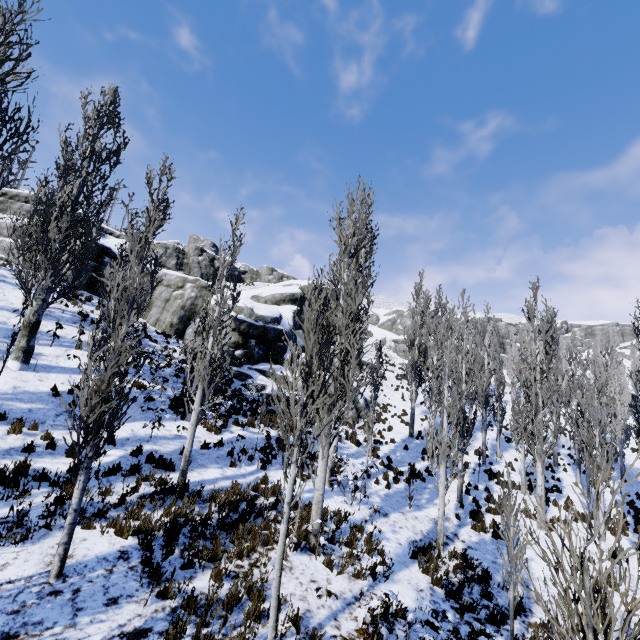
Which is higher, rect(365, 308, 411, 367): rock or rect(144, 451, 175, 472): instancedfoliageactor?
rect(365, 308, 411, 367): rock

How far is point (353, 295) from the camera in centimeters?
905cm

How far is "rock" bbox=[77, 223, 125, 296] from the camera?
23.1 meters

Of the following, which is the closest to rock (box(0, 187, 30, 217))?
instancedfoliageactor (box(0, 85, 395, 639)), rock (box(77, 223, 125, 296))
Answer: rock (box(77, 223, 125, 296))

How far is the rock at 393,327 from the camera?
46.97m

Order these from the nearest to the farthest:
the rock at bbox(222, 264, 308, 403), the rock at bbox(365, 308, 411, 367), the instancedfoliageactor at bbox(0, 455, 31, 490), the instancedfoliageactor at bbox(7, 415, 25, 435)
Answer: the instancedfoliageactor at bbox(0, 455, 31, 490) < the instancedfoliageactor at bbox(7, 415, 25, 435) < the rock at bbox(222, 264, 308, 403) < the rock at bbox(365, 308, 411, 367)
